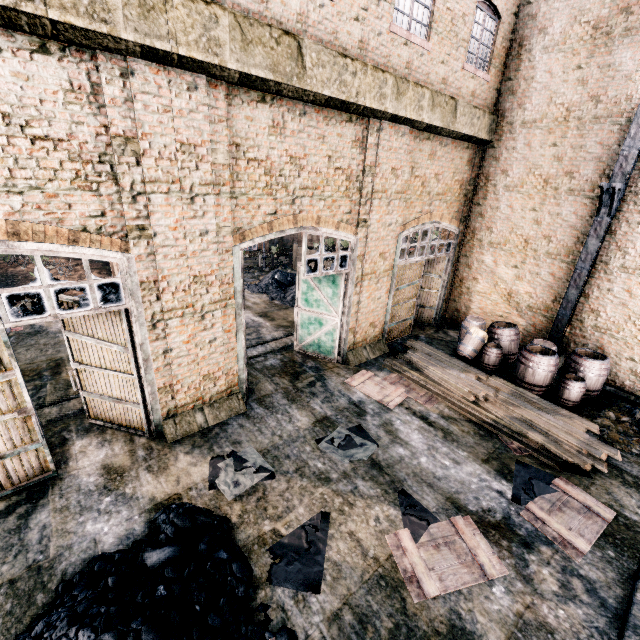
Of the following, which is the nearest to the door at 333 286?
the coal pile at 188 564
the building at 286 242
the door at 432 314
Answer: the door at 432 314

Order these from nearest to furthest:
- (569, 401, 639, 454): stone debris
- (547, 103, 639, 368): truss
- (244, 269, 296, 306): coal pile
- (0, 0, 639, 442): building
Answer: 1. (0, 0, 639, 442): building
2. (569, 401, 639, 454): stone debris
3. (547, 103, 639, 368): truss
4. (244, 269, 296, 306): coal pile

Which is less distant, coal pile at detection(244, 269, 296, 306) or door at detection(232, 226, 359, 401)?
door at detection(232, 226, 359, 401)

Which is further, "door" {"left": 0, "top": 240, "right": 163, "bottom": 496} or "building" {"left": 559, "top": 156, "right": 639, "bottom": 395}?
"building" {"left": 559, "top": 156, "right": 639, "bottom": 395}

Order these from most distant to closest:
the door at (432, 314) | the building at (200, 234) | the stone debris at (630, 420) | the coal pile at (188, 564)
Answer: the door at (432, 314) < the stone debris at (630, 420) < the building at (200, 234) < the coal pile at (188, 564)

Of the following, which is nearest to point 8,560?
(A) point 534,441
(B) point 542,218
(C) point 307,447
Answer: (C) point 307,447

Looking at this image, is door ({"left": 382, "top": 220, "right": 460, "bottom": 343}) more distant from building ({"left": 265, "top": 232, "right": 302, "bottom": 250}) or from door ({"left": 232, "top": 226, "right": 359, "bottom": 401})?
building ({"left": 265, "top": 232, "right": 302, "bottom": 250})

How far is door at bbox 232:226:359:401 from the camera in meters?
8.5
